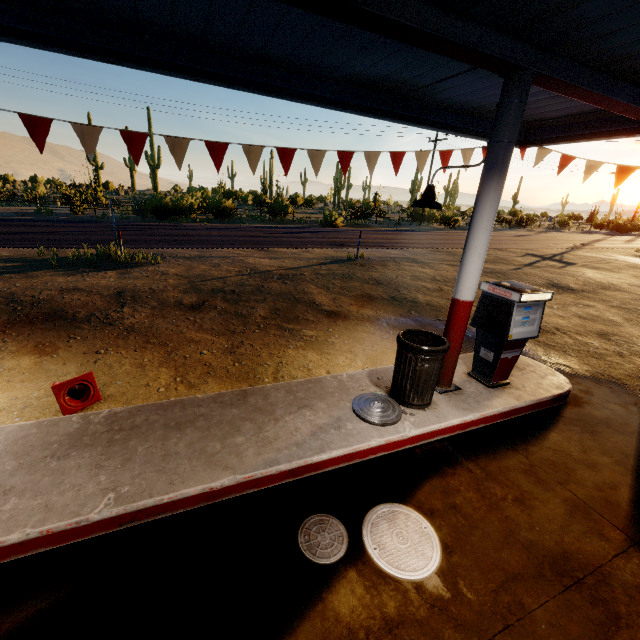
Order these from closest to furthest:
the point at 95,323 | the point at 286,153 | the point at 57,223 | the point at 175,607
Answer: the point at 175,607, the point at 286,153, the point at 95,323, the point at 57,223

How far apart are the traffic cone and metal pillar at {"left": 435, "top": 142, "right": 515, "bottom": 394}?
4.4 meters

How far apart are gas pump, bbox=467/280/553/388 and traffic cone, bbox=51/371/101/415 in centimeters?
529cm

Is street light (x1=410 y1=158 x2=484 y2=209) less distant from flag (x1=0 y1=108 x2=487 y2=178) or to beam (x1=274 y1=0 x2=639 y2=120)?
beam (x1=274 y1=0 x2=639 y2=120)

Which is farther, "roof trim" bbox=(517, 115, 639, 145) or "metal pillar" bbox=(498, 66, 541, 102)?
"roof trim" bbox=(517, 115, 639, 145)

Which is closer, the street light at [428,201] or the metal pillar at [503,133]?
the metal pillar at [503,133]

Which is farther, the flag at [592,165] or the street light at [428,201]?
the flag at [592,165]

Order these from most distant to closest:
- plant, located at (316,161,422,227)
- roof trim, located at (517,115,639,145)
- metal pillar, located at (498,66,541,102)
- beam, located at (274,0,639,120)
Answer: plant, located at (316,161,422,227), roof trim, located at (517,115,639,145), metal pillar, located at (498,66,541,102), beam, located at (274,0,639,120)
